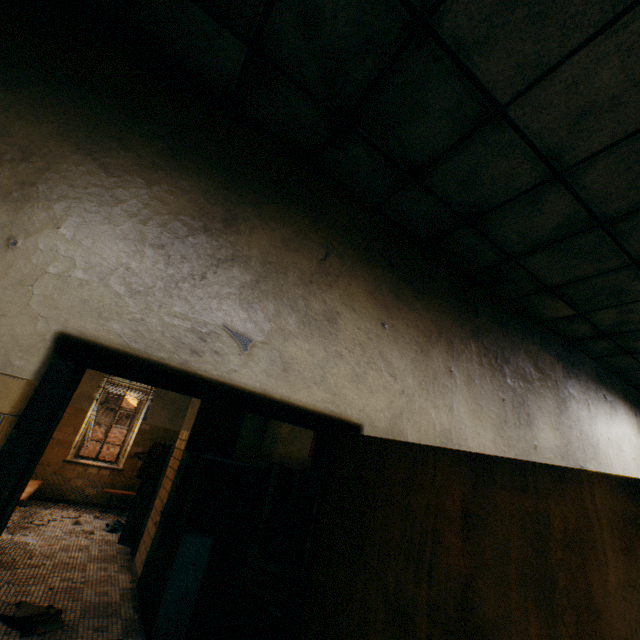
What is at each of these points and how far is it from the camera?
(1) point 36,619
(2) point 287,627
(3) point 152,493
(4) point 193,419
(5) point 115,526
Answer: (1) towel, 3.10m
(2) door, 1.82m
(3) locker, 5.53m
(4) column, 5.18m
(5) towel, 6.36m

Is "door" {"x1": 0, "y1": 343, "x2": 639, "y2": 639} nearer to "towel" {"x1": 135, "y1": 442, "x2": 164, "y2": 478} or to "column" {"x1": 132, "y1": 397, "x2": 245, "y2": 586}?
"column" {"x1": 132, "y1": 397, "x2": 245, "y2": 586}

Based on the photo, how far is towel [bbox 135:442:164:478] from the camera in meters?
5.7 m

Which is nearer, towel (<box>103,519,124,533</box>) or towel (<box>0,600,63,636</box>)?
towel (<box>0,600,63,636</box>)

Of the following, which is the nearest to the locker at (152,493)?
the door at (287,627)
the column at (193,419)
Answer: the column at (193,419)

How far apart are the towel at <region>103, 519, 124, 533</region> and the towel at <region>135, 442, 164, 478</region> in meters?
1.6 m

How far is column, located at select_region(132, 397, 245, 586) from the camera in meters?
4.7 m

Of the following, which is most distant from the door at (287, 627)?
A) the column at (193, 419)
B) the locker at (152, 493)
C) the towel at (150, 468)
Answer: the towel at (150, 468)
